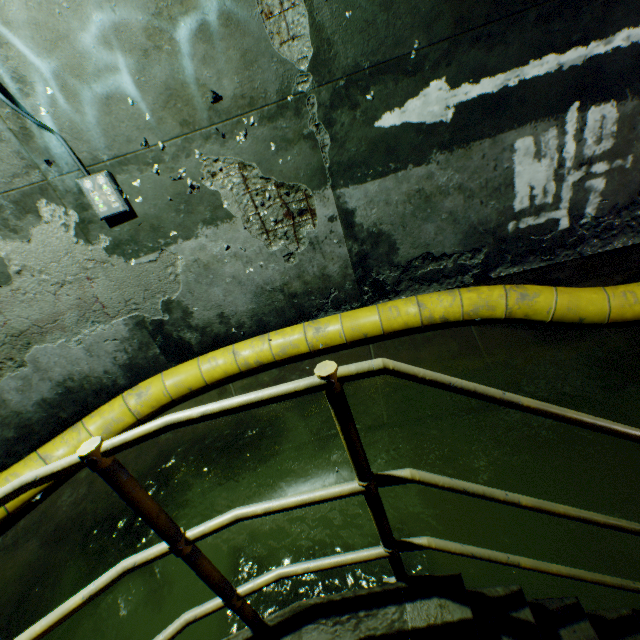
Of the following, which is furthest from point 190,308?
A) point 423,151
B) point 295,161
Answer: point 423,151

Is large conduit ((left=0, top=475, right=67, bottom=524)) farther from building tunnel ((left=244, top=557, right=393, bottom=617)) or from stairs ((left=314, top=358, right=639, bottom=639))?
stairs ((left=314, top=358, right=639, bottom=639))

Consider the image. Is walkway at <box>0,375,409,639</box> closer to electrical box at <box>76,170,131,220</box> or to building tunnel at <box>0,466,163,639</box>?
building tunnel at <box>0,466,163,639</box>

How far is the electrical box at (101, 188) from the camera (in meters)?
3.12

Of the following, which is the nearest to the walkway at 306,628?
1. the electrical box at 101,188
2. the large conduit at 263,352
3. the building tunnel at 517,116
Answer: the building tunnel at 517,116

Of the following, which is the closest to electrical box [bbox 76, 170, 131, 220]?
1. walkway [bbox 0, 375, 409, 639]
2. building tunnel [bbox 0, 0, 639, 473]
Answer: building tunnel [bbox 0, 0, 639, 473]

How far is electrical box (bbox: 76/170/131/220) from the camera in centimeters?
312cm

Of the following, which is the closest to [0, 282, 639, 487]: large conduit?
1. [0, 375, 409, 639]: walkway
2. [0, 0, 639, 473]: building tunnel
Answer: [0, 0, 639, 473]: building tunnel
